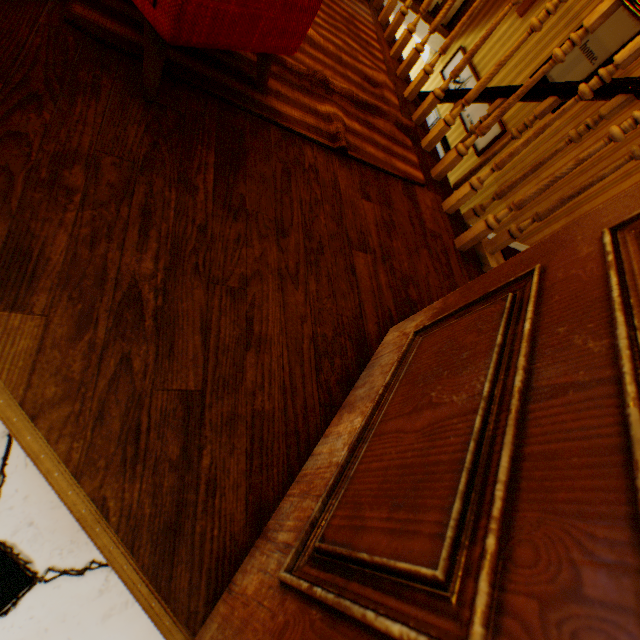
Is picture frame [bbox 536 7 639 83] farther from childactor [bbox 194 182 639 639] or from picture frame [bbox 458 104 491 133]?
childactor [bbox 194 182 639 639]

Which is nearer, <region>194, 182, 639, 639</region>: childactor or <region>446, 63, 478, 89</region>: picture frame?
<region>194, 182, 639, 639</region>: childactor

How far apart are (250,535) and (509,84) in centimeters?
561cm

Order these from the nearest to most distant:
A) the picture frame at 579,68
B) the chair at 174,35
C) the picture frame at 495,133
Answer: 1. the chair at 174,35
2. the picture frame at 579,68
3. the picture frame at 495,133

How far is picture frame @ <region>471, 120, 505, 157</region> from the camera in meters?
4.2

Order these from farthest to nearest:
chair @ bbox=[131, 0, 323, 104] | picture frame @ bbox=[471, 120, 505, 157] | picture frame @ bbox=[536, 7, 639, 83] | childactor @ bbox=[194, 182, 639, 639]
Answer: picture frame @ bbox=[471, 120, 505, 157] < picture frame @ bbox=[536, 7, 639, 83] < chair @ bbox=[131, 0, 323, 104] < childactor @ bbox=[194, 182, 639, 639]

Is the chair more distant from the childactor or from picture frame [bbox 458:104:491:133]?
picture frame [bbox 458:104:491:133]

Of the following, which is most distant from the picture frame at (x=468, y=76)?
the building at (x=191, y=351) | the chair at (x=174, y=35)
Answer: the chair at (x=174, y=35)
